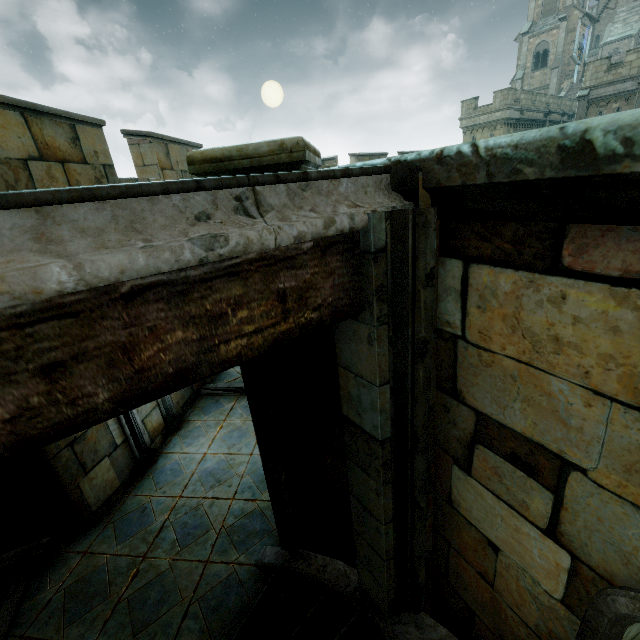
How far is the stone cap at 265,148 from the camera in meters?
2.3

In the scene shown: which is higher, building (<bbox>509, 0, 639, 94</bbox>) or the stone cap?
building (<bbox>509, 0, 639, 94</bbox>)

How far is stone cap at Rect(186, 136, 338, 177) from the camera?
2.3 meters

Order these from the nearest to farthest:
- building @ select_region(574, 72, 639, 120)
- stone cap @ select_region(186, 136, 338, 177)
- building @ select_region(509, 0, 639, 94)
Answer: stone cap @ select_region(186, 136, 338, 177) → building @ select_region(574, 72, 639, 120) → building @ select_region(509, 0, 639, 94)

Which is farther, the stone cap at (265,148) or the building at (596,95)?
the building at (596,95)

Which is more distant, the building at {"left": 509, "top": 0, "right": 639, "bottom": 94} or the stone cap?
the building at {"left": 509, "top": 0, "right": 639, "bottom": 94}

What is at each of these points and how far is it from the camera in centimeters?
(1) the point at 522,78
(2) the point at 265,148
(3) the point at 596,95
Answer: (1) building, 4212cm
(2) stone cap, 233cm
(3) building, 2220cm
